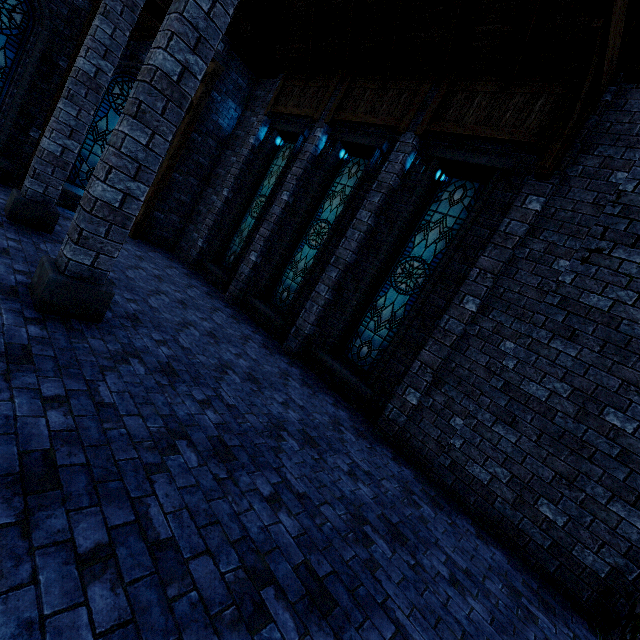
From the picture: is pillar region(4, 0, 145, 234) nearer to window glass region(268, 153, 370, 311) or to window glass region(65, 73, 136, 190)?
window glass region(65, 73, 136, 190)

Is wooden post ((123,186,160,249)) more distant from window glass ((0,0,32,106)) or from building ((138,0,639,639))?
window glass ((0,0,32,106))

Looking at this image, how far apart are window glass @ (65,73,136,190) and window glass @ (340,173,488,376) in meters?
9.2

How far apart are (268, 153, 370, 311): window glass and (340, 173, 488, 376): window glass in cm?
188

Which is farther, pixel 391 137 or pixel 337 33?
pixel 337 33

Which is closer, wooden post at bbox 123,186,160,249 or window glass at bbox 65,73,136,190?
window glass at bbox 65,73,136,190

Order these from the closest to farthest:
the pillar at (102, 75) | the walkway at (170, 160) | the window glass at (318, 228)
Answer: the pillar at (102, 75)
the window glass at (318, 228)
the walkway at (170, 160)

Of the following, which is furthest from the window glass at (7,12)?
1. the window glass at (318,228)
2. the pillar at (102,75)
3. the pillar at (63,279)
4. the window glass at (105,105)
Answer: the window glass at (318,228)
